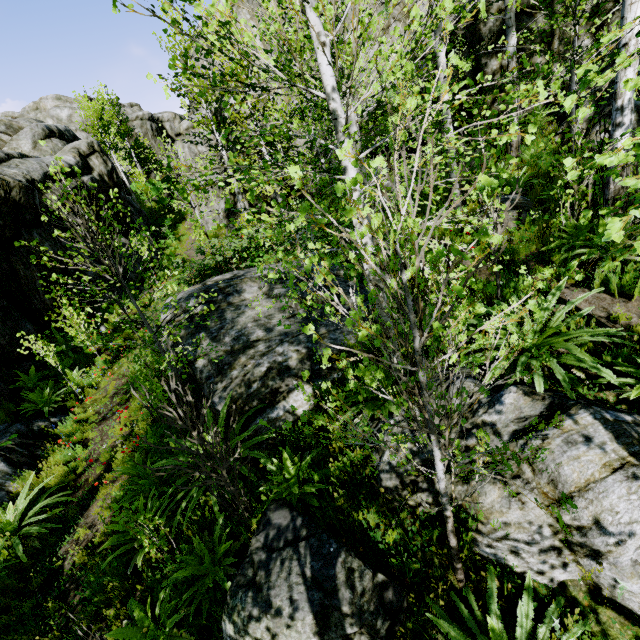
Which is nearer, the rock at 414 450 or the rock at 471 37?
the rock at 414 450

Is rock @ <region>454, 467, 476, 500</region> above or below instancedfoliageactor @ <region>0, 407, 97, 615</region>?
above

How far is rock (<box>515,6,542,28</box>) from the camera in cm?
901

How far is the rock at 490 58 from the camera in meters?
9.6 m

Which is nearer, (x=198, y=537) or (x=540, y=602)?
(x=540, y=602)

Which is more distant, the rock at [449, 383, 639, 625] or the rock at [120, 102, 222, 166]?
the rock at [120, 102, 222, 166]

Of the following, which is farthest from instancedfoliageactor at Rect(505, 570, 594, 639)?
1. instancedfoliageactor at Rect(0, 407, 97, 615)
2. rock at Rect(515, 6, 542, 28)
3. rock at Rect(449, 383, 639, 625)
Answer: instancedfoliageactor at Rect(0, 407, 97, 615)

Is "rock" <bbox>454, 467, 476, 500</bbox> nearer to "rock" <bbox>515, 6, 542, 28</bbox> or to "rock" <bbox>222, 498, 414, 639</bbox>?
"rock" <bbox>222, 498, 414, 639</bbox>
